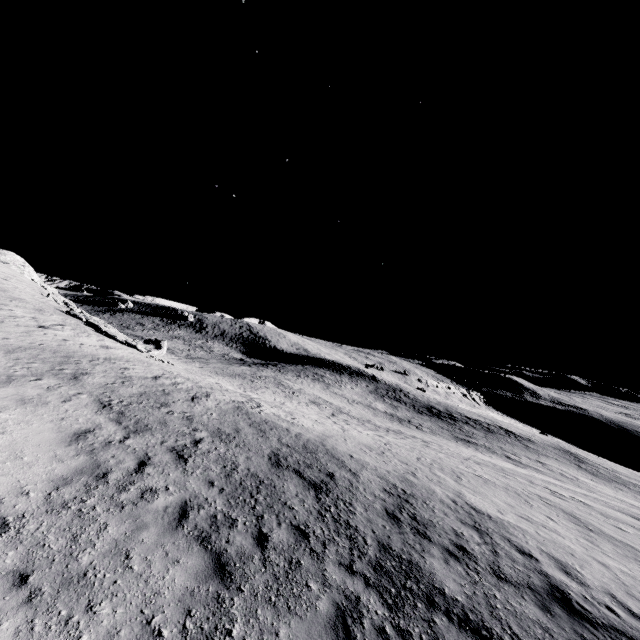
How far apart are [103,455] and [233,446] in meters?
3.9 m
